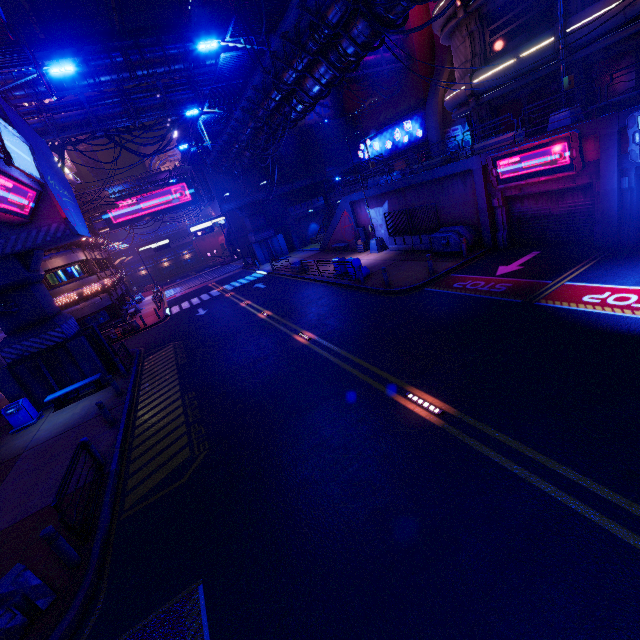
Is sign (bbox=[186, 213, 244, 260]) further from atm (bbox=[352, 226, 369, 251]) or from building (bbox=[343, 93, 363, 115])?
atm (bbox=[352, 226, 369, 251])

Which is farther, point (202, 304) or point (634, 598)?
point (202, 304)

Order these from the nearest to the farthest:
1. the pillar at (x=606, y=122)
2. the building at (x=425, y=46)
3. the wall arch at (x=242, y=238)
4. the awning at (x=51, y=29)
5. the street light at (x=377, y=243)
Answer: the pillar at (x=606, y=122)
the awning at (x=51, y=29)
the street light at (x=377, y=243)
the building at (x=425, y=46)
the wall arch at (x=242, y=238)

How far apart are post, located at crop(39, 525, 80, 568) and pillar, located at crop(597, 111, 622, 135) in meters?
19.5

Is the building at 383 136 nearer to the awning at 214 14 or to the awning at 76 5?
the awning at 214 14

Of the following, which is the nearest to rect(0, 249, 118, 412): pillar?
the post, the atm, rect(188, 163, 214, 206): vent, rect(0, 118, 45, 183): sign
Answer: rect(0, 118, 45, 183): sign

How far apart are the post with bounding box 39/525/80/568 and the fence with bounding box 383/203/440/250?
20.35m

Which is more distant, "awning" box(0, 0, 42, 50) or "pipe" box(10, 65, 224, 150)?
"pipe" box(10, 65, 224, 150)
